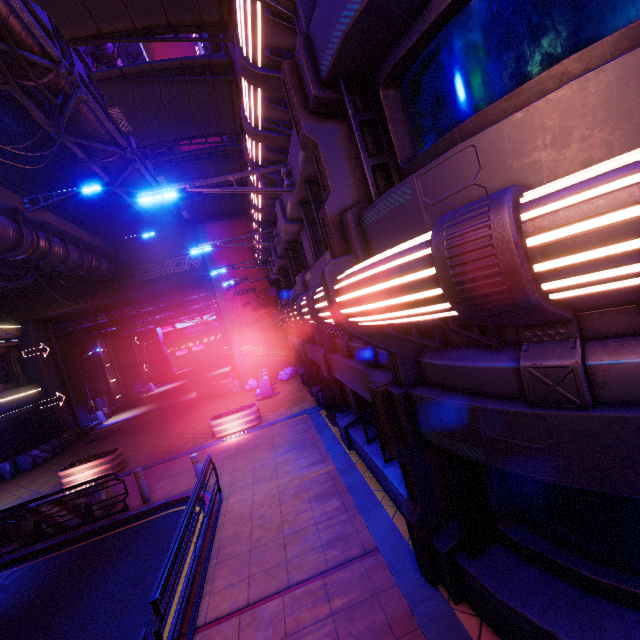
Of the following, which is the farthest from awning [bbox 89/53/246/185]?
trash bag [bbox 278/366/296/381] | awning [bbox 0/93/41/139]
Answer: trash bag [bbox 278/366/296/381]

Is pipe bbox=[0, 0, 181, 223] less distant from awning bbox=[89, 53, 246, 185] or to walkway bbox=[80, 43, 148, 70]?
walkway bbox=[80, 43, 148, 70]

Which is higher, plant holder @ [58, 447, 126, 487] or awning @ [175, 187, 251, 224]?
awning @ [175, 187, 251, 224]

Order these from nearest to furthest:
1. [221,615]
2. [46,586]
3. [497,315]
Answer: [497,315] < [221,615] < [46,586]

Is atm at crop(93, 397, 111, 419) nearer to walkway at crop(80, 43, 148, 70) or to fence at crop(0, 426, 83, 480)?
fence at crop(0, 426, 83, 480)

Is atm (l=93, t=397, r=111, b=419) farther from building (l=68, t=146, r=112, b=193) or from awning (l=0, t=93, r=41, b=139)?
awning (l=0, t=93, r=41, b=139)

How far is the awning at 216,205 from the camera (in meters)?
19.20

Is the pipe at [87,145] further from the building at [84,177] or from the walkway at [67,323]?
the walkway at [67,323]
